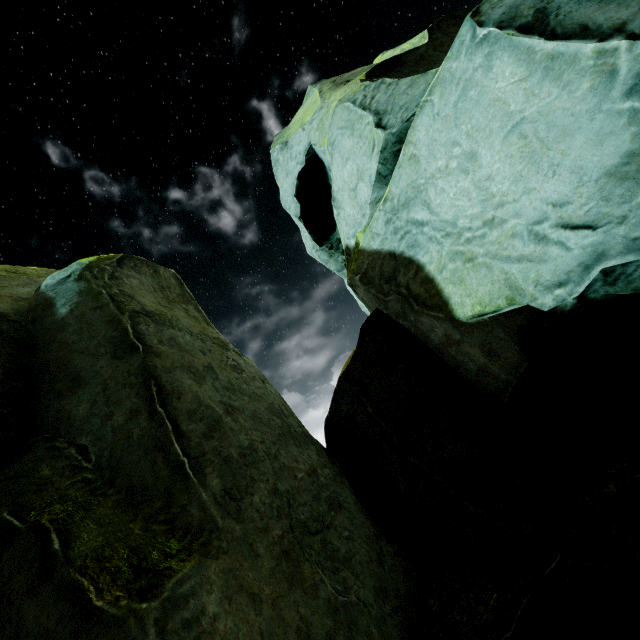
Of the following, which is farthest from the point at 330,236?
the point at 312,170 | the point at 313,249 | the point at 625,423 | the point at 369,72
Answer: the point at 625,423
